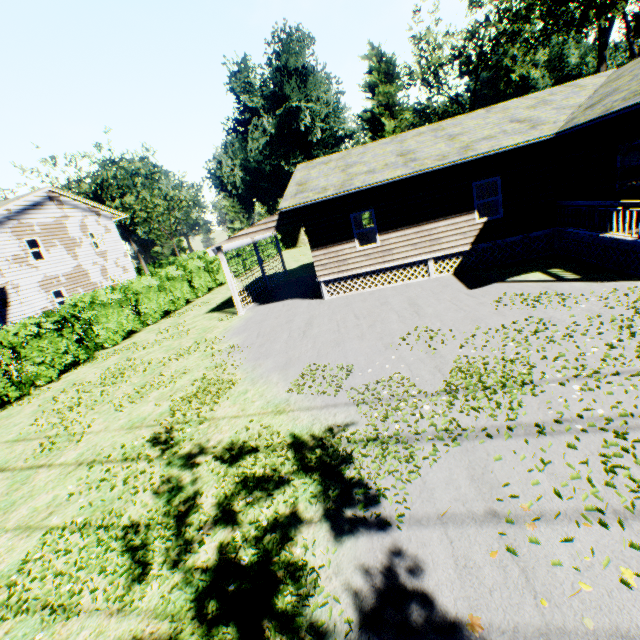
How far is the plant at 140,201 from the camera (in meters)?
43.06

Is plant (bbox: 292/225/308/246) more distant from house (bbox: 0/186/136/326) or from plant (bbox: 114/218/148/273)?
house (bbox: 0/186/136/326)

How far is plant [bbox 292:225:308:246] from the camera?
51.4m

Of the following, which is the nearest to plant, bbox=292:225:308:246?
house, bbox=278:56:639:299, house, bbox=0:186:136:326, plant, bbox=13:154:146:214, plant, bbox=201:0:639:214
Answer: plant, bbox=13:154:146:214

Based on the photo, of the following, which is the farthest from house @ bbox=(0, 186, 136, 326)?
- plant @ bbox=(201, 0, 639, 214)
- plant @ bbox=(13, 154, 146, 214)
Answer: plant @ bbox=(201, 0, 639, 214)

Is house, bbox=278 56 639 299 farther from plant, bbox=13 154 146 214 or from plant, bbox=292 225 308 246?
plant, bbox=13 154 146 214

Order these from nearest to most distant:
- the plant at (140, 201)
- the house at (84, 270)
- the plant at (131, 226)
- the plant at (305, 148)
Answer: the house at (84, 270), the plant at (305, 148), the plant at (140, 201), the plant at (131, 226)

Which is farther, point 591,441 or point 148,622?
point 591,441
